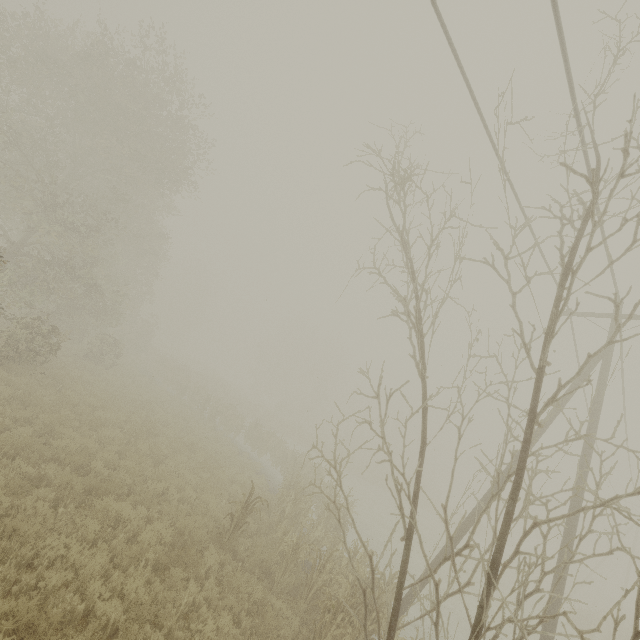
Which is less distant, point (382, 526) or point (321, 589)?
point (321, 589)

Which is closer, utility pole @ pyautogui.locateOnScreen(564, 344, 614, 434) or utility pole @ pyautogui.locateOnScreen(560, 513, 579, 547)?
utility pole @ pyautogui.locateOnScreen(560, 513, 579, 547)

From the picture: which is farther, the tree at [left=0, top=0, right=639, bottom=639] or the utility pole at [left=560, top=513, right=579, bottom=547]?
the utility pole at [left=560, top=513, right=579, bottom=547]

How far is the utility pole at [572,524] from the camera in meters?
8.4 m

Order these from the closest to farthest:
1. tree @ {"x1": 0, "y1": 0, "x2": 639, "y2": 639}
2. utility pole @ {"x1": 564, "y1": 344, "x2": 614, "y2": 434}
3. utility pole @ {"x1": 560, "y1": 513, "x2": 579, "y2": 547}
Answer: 1. tree @ {"x1": 0, "y1": 0, "x2": 639, "y2": 639}
2. utility pole @ {"x1": 560, "y1": 513, "x2": 579, "y2": 547}
3. utility pole @ {"x1": 564, "y1": 344, "x2": 614, "y2": 434}

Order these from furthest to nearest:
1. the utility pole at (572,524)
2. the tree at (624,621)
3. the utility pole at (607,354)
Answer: the utility pole at (607,354) < the utility pole at (572,524) < the tree at (624,621)

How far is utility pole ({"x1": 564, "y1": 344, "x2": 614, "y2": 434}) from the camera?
9.32m
